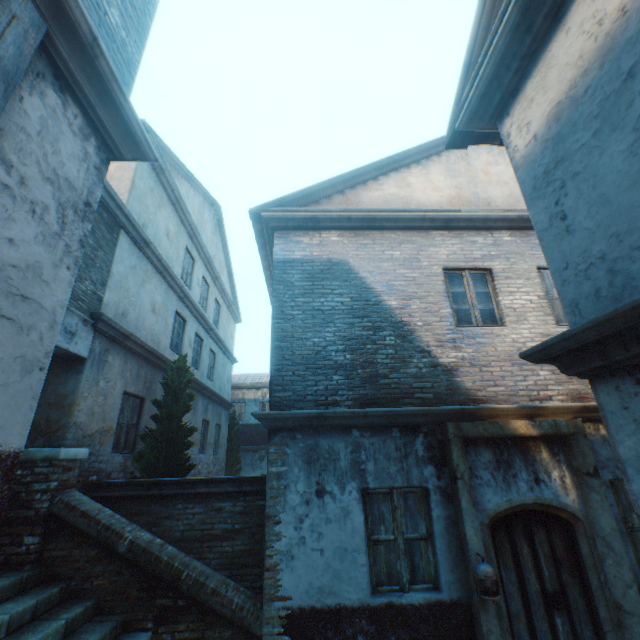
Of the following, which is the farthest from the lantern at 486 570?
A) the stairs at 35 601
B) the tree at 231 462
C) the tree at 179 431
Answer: the tree at 231 462

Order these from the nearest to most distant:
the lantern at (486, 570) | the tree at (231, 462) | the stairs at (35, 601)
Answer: the stairs at (35, 601) < the lantern at (486, 570) < the tree at (231, 462)

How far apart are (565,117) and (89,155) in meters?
3.5

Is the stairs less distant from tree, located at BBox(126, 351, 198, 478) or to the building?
the building

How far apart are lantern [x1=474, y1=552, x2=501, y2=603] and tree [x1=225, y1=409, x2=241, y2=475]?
14.4m

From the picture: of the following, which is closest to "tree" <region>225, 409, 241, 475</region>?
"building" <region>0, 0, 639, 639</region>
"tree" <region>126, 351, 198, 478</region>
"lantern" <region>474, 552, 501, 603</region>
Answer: "tree" <region>126, 351, 198, 478</region>

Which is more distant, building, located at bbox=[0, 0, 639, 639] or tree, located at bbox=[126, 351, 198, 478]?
tree, located at bbox=[126, 351, 198, 478]

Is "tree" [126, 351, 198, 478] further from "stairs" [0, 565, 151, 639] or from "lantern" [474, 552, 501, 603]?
"lantern" [474, 552, 501, 603]
